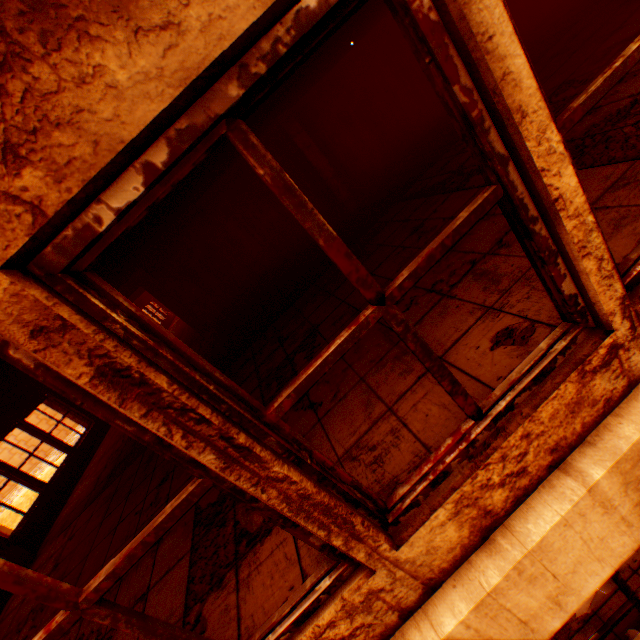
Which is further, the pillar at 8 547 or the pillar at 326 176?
the pillar at 326 176

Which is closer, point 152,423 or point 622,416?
point 152,423

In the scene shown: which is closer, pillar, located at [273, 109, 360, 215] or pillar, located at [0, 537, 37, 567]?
pillar, located at [0, 537, 37, 567]

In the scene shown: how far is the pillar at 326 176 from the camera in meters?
7.2

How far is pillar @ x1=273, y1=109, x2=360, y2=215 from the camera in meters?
7.2 m
